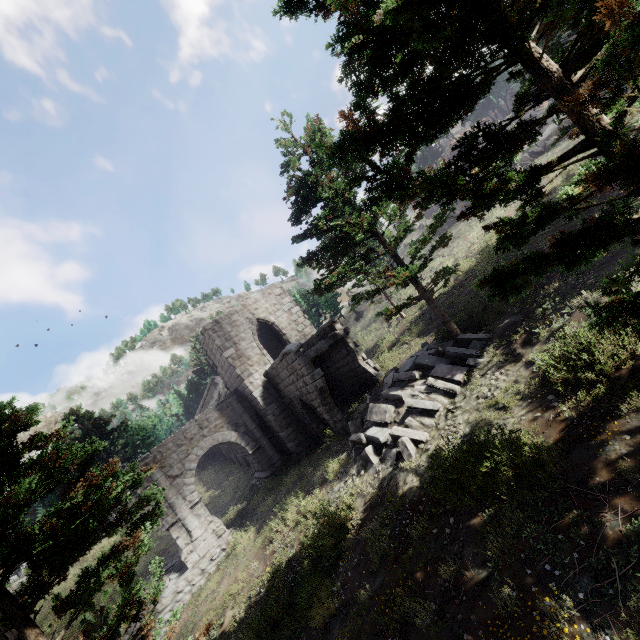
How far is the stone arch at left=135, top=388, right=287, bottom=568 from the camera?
17.0m

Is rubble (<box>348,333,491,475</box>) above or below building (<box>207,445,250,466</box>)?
below

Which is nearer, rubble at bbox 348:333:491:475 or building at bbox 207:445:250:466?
rubble at bbox 348:333:491:475

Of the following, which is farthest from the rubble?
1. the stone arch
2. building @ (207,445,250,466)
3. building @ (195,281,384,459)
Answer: building @ (207,445,250,466)

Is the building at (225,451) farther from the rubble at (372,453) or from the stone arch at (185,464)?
the rubble at (372,453)

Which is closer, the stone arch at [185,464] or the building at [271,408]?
the building at [271,408]

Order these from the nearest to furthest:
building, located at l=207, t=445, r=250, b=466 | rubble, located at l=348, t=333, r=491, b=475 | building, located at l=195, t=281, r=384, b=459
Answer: rubble, located at l=348, t=333, r=491, b=475, building, located at l=195, t=281, r=384, b=459, building, located at l=207, t=445, r=250, b=466

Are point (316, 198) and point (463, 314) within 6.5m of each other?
no
